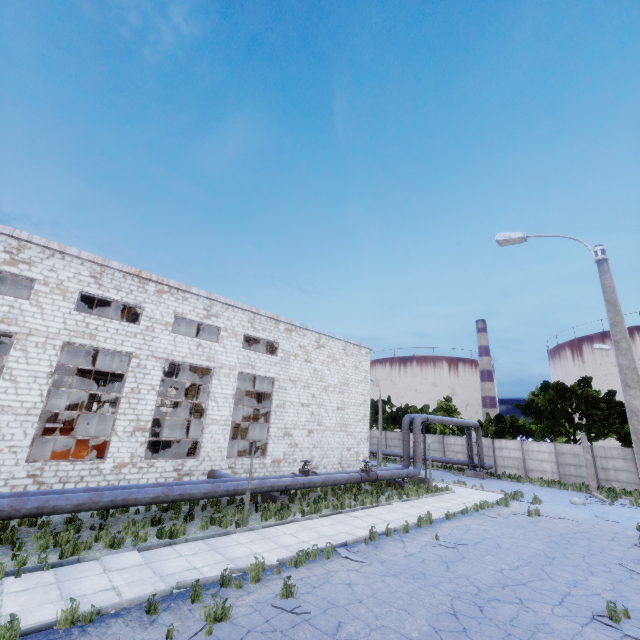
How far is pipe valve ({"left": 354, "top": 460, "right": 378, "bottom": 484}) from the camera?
19.9 meters

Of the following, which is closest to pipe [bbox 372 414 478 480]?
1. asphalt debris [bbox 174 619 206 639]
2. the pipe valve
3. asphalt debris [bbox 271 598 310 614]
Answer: the pipe valve

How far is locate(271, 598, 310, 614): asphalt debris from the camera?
7.1 meters

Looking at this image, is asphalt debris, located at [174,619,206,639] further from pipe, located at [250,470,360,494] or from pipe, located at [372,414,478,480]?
pipe, located at [372,414,478,480]

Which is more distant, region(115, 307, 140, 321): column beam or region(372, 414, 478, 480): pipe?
region(372, 414, 478, 480): pipe

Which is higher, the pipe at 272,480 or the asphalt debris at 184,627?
the pipe at 272,480

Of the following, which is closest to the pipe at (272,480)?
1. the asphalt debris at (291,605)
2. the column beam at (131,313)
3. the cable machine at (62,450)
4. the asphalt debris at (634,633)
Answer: the cable machine at (62,450)

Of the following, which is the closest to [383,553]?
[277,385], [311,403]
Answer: [277,385]
